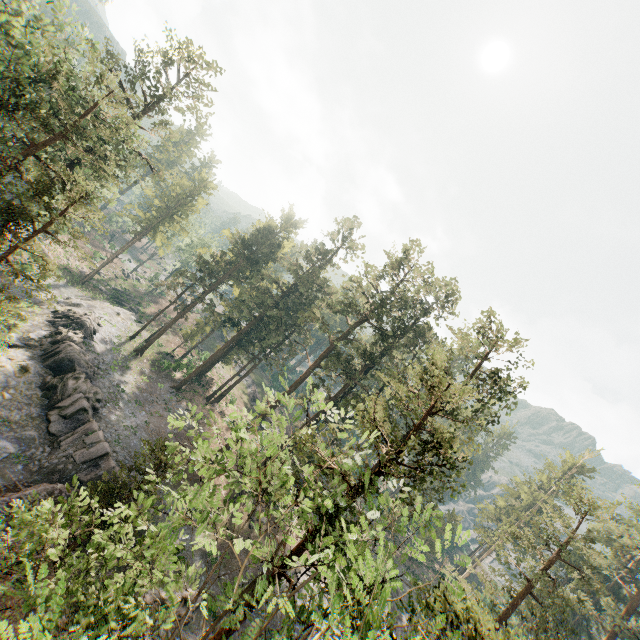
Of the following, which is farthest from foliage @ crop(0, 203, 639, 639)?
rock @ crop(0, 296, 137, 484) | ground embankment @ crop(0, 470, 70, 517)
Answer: rock @ crop(0, 296, 137, 484)

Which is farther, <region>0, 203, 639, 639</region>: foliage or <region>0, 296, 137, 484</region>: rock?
<region>0, 296, 137, 484</region>: rock

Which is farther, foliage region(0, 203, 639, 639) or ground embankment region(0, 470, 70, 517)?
ground embankment region(0, 470, 70, 517)

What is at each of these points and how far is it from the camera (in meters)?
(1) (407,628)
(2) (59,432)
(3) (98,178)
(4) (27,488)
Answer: (1) foliage, 8.98
(2) rock, 27.39
(3) foliage, 33.59
(4) ground embankment, 23.23

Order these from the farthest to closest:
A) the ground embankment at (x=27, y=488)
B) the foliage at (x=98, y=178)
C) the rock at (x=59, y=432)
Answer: the rock at (x=59, y=432)
the ground embankment at (x=27, y=488)
the foliage at (x=98, y=178)

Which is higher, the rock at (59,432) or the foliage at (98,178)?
the foliage at (98,178)

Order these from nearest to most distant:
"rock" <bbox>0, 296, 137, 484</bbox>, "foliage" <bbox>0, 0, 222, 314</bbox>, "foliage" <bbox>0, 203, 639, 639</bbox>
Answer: "foliage" <bbox>0, 203, 639, 639</bbox>
"foliage" <bbox>0, 0, 222, 314</bbox>
"rock" <bbox>0, 296, 137, 484</bbox>
